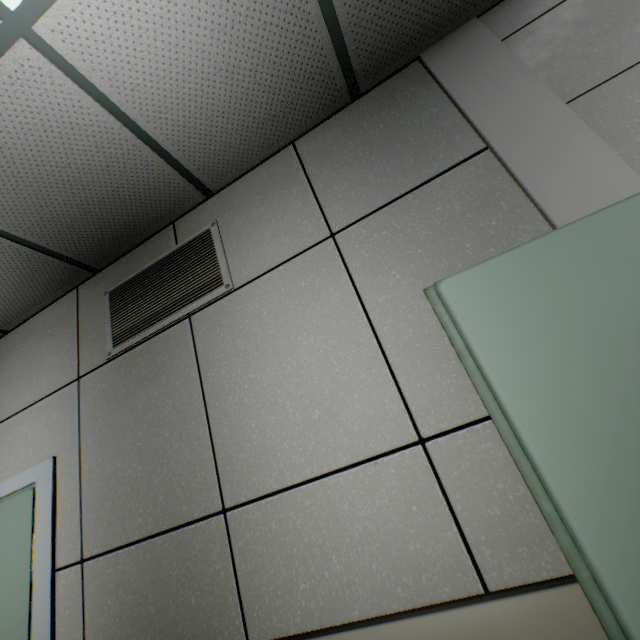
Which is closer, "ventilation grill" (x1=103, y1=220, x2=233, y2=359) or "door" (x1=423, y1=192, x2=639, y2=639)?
"door" (x1=423, y1=192, x2=639, y2=639)

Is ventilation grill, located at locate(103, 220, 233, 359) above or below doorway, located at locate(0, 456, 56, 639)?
above

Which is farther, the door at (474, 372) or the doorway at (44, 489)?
the doorway at (44, 489)

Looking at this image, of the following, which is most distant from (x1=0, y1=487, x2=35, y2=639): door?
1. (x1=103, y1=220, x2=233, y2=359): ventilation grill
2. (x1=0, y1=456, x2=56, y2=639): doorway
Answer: (x1=103, y1=220, x2=233, y2=359): ventilation grill

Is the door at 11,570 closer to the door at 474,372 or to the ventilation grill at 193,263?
the ventilation grill at 193,263

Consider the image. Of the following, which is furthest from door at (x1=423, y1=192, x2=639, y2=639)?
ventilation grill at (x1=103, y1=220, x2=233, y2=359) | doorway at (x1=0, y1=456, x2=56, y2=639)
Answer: doorway at (x1=0, y1=456, x2=56, y2=639)

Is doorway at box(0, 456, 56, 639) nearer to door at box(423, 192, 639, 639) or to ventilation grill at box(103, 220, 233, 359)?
ventilation grill at box(103, 220, 233, 359)

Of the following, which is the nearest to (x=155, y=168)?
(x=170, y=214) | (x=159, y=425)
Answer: (x=170, y=214)
